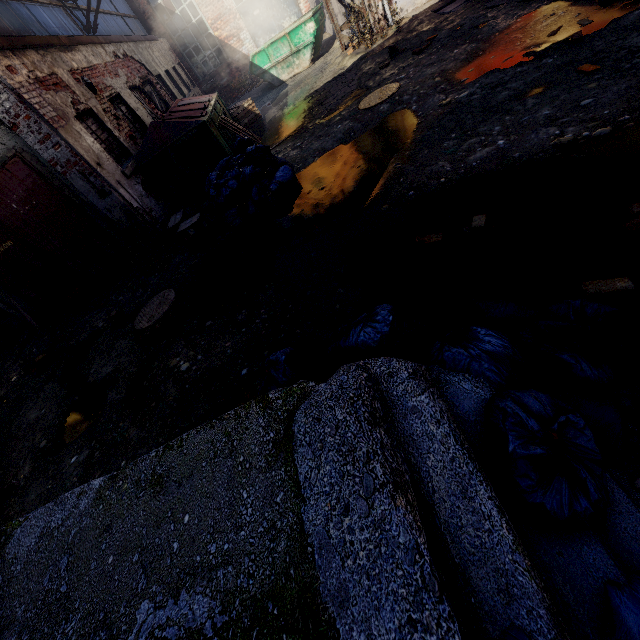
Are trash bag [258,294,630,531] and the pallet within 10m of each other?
no

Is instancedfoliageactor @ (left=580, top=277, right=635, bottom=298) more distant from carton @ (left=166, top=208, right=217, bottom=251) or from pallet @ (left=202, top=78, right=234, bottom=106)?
pallet @ (left=202, top=78, right=234, bottom=106)

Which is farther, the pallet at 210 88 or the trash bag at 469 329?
the pallet at 210 88

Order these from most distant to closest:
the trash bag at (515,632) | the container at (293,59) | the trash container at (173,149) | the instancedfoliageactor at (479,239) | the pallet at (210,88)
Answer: the pallet at (210,88), the container at (293,59), the trash container at (173,149), the instancedfoliageactor at (479,239), the trash bag at (515,632)

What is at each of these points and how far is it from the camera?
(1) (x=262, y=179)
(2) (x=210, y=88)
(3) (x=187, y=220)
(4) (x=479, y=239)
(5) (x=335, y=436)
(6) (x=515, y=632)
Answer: (1) trash bag, 5.91m
(2) pallet, 16.30m
(3) carton, 6.14m
(4) instancedfoliageactor, 2.84m
(5) building, 1.31m
(6) trash bag, 0.91m

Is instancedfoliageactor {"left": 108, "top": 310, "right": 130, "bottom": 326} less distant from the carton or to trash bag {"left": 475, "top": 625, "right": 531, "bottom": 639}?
the carton

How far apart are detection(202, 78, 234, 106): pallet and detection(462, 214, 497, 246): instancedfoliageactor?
18.4 meters

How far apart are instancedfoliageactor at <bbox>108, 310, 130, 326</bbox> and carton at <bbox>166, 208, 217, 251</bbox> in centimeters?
168cm
